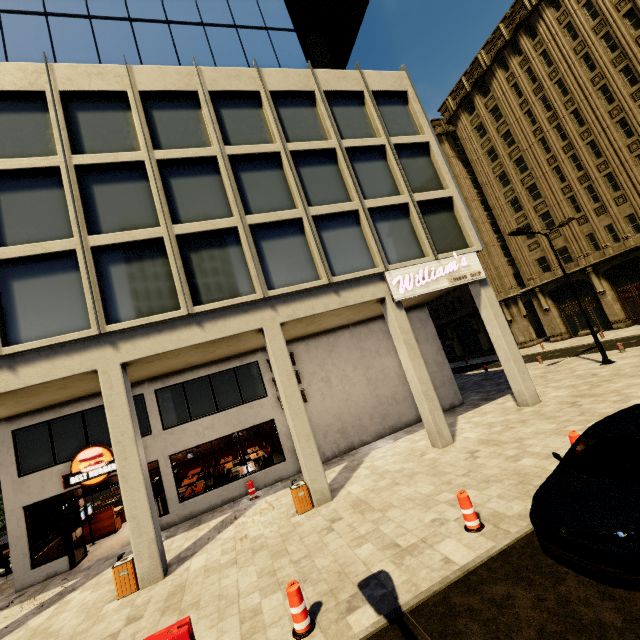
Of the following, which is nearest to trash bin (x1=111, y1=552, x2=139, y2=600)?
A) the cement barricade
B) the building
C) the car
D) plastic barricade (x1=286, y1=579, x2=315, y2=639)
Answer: the building

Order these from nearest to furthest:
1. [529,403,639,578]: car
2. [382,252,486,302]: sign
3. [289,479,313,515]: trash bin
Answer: [529,403,639,578]: car
[289,479,313,515]: trash bin
[382,252,486,302]: sign

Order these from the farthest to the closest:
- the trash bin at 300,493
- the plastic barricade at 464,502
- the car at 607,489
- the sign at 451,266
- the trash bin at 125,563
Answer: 1. the sign at 451,266
2. the trash bin at 300,493
3. the trash bin at 125,563
4. the plastic barricade at 464,502
5. the car at 607,489

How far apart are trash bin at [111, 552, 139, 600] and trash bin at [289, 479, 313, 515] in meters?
4.5

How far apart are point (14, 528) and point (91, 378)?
6.8m

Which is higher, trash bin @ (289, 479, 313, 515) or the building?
the building

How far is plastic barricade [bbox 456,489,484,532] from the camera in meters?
6.4 m

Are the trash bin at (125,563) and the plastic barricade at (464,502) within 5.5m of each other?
no
